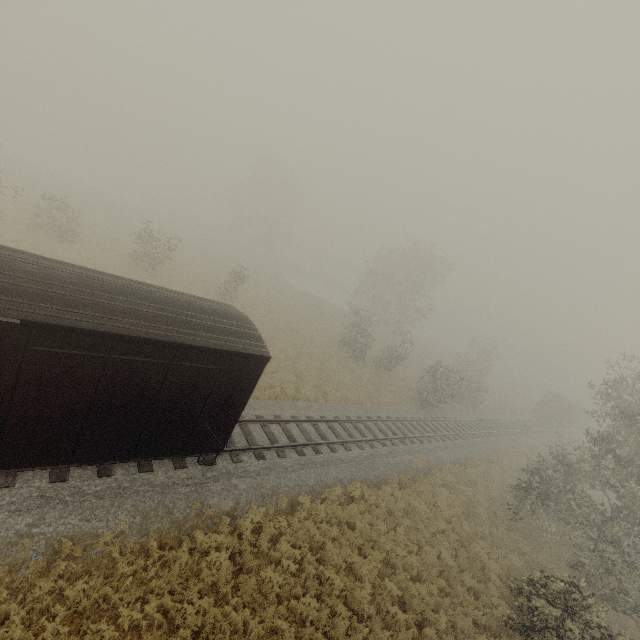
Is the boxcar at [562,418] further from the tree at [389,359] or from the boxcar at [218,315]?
the boxcar at [218,315]

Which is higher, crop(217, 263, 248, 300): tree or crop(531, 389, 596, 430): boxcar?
crop(531, 389, 596, 430): boxcar

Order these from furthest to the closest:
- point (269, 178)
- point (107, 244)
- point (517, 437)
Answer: point (269, 178), point (517, 437), point (107, 244)

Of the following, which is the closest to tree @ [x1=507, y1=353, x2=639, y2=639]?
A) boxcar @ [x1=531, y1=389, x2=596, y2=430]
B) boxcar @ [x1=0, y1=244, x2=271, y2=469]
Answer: boxcar @ [x1=0, y1=244, x2=271, y2=469]

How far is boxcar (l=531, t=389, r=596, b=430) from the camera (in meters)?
41.38

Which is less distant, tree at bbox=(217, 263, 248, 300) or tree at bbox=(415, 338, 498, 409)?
tree at bbox=(415, 338, 498, 409)

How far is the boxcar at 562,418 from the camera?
41.4 meters
